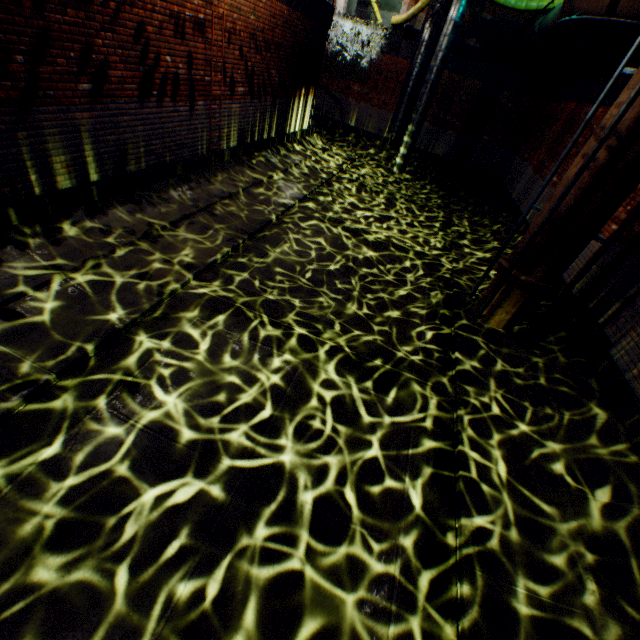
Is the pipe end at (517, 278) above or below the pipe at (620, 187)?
below

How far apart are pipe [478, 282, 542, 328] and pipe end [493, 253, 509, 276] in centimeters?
6cm

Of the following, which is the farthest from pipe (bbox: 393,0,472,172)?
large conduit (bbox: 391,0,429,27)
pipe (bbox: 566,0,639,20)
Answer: pipe (bbox: 566,0,639,20)

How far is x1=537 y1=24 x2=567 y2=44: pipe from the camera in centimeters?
1076cm

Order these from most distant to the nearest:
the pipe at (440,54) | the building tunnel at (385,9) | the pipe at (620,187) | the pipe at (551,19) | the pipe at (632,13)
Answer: the building tunnel at (385,9) → the pipe at (440,54) → the pipe at (551,19) → the pipe at (632,13) → the pipe at (620,187)

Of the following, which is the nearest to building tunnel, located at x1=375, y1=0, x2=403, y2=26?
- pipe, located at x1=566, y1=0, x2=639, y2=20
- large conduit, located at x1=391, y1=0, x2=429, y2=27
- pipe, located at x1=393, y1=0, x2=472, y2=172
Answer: large conduit, located at x1=391, y1=0, x2=429, y2=27

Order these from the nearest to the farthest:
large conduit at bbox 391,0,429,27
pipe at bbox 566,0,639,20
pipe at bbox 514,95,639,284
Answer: pipe at bbox 514,95,639,284, pipe at bbox 566,0,639,20, large conduit at bbox 391,0,429,27

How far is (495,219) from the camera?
12.5 meters
